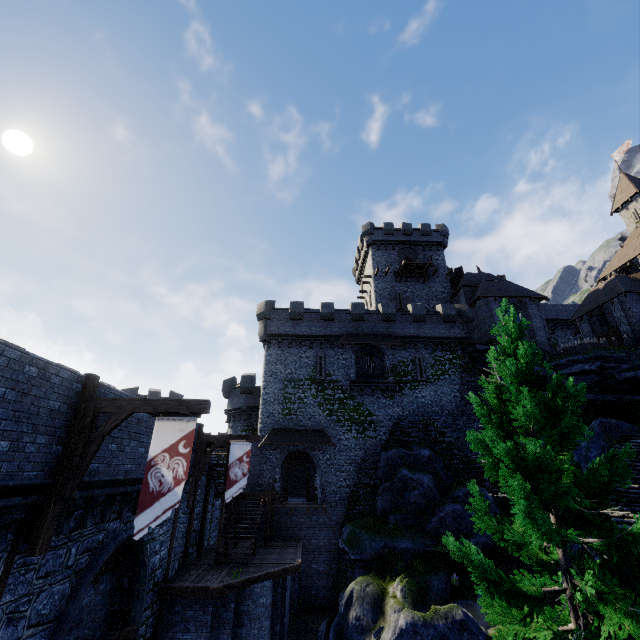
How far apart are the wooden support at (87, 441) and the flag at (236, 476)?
9.44m

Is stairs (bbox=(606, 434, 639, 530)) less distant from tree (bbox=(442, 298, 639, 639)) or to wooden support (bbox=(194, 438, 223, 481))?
tree (bbox=(442, 298, 639, 639))

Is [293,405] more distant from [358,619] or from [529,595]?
[529,595]

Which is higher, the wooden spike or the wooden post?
the wooden spike

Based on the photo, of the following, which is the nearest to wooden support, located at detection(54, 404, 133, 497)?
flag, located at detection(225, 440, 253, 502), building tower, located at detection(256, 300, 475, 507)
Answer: flag, located at detection(225, 440, 253, 502)

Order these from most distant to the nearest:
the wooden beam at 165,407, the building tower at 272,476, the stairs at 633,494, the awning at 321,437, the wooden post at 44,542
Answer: the awning at 321,437 < the building tower at 272,476 < the stairs at 633,494 < the wooden beam at 165,407 < the wooden post at 44,542

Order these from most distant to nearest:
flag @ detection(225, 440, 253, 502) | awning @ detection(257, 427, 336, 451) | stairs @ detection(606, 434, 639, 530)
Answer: awning @ detection(257, 427, 336, 451)
flag @ detection(225, 440, 253, 502)
stairs @ detection(606, 434, 639, 530)

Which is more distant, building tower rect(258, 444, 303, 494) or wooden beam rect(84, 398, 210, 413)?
building tower rect(258, 444, 303, 494)
